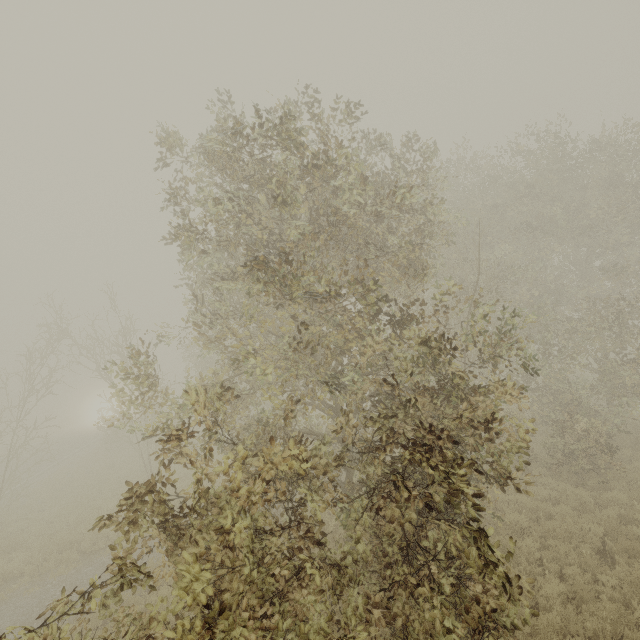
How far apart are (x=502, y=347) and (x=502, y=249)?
12.1 meters
